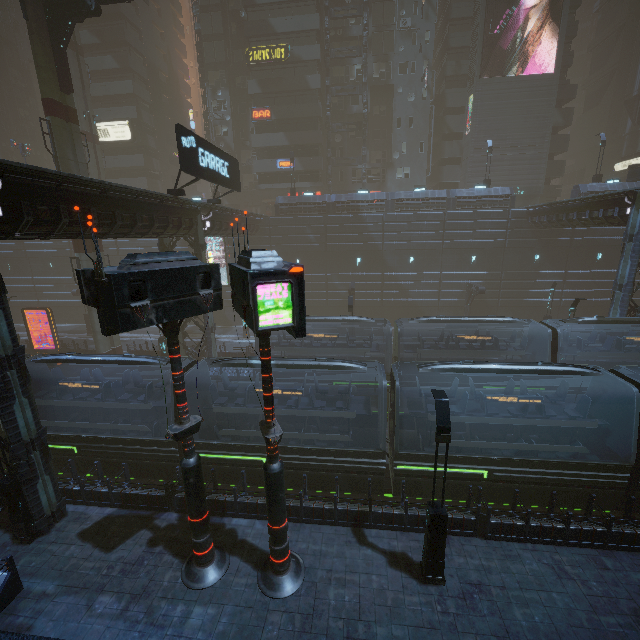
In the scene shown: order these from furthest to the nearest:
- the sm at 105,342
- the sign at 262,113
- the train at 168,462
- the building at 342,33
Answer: the sign at 262,113, the building at 342,33, the sm at 105,342, the train at 168,462

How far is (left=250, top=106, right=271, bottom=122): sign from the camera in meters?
39.9 m

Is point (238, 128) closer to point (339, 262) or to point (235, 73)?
point (235, 73)

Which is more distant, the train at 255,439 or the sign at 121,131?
the sign at 121,131

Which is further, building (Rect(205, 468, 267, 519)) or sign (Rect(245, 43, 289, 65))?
sign (Rect(245, 43, 289, 65))

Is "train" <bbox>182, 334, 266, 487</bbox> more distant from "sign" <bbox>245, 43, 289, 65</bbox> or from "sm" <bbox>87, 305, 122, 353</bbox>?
"sign" <bbox>245, 43, 289, 65</bbox>

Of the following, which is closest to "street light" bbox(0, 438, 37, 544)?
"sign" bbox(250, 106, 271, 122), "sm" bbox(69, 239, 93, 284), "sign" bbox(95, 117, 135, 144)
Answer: "sm" bbox(69, 239, 93, 284)

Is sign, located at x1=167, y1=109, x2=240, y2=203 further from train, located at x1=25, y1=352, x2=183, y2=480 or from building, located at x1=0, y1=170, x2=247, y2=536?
train, located at x1=25, y1=352, x2=183, y2=480
